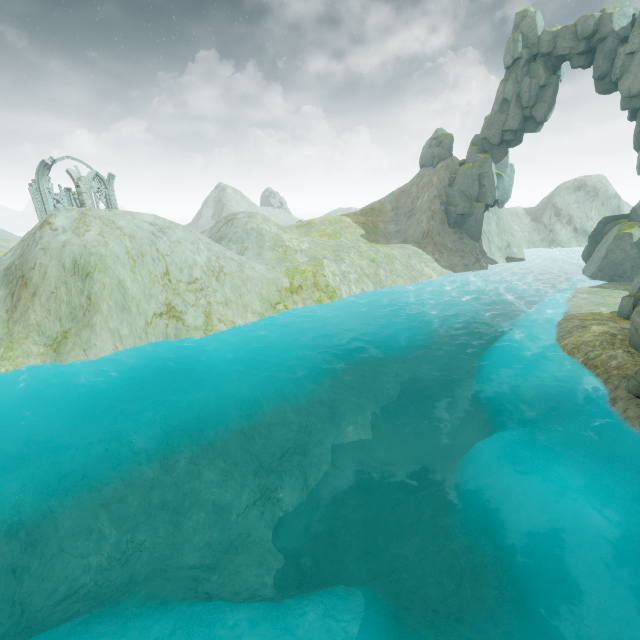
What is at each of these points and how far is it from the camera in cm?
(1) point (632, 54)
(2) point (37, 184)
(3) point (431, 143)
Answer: (1) rock, 3278
(2) building, 4131
(3) rock, 5012

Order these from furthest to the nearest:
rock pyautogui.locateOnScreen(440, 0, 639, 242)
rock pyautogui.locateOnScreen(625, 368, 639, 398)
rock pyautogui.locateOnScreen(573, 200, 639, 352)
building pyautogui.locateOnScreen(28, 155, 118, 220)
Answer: building pyautogui.locateOnScreen(28, 155, 118, 220) < rock pyautogui.locateOnScreen(440, 0, 639, 242) < rock pyautogui.locateOnScreen(573, 200, 639, 352) < rock pyautogui.locateOnScreen(625, 368, 639, 398)

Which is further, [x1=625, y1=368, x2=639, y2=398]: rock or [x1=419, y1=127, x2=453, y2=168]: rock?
[x1=419, y1=127, x2=453, y2=168]: rock

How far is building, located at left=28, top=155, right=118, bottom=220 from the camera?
40.9m

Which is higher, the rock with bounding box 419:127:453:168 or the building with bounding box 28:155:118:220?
the rock with bounding box 419:127:453:168

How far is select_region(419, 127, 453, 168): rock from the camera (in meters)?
48.56

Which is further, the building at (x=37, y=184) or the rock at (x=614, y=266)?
the building at (x=37, y=184)

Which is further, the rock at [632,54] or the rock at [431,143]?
the rock at [431,143]
